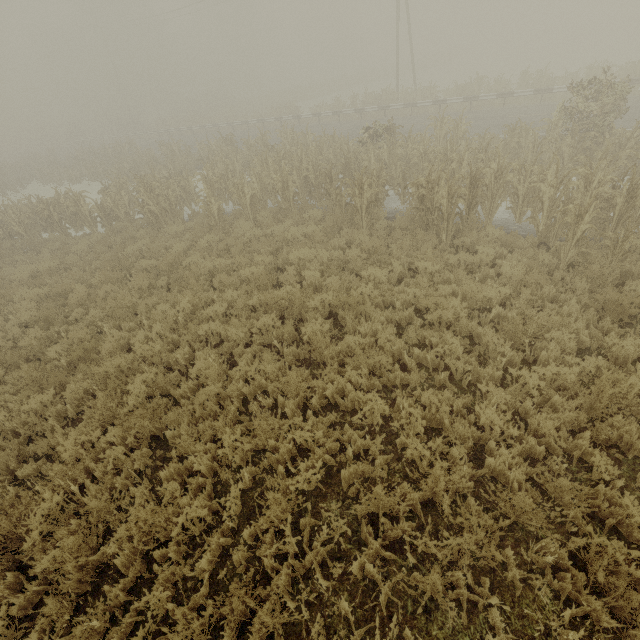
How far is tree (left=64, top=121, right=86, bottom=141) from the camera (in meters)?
47.31

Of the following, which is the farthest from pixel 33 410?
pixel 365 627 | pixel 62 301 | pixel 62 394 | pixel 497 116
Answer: pixel 497 116

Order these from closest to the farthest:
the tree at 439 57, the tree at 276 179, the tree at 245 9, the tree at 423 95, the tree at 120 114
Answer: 1. the tree at 276 179
2. the tree at 423 95
3. the tree at 245 9
4. the tree at 120 114
5. the tree at 439 57

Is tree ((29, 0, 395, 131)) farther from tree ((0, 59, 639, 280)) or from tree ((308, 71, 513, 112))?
tree ((0, 59, 639, 280))

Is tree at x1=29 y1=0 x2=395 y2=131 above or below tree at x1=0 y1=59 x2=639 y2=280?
above

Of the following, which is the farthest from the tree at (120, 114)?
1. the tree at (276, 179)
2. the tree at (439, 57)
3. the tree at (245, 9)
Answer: the tree at (439, 57)

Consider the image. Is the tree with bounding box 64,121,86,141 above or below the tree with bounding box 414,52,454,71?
above

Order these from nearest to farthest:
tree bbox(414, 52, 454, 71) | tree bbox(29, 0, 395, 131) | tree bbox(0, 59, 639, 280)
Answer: tree bbox(0, 59, 639, 280) → tree bbox(29, 0, 395, 131) → tree bbox(414, 52, 454, 71)
